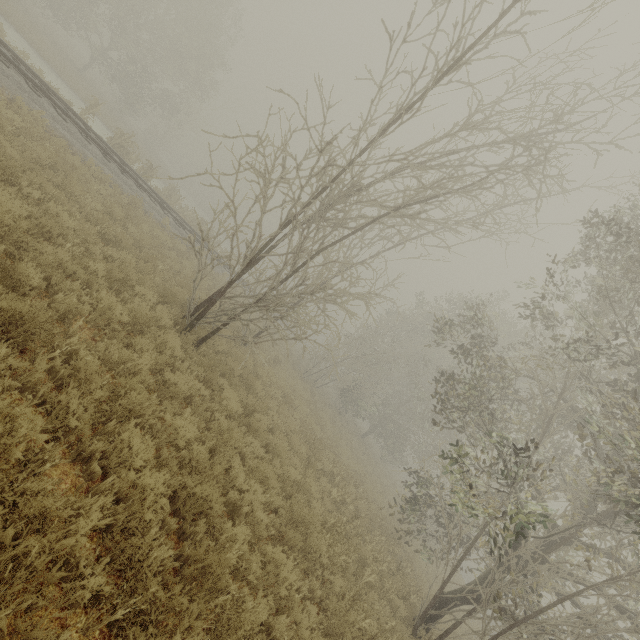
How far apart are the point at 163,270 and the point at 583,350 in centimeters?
1318cm
